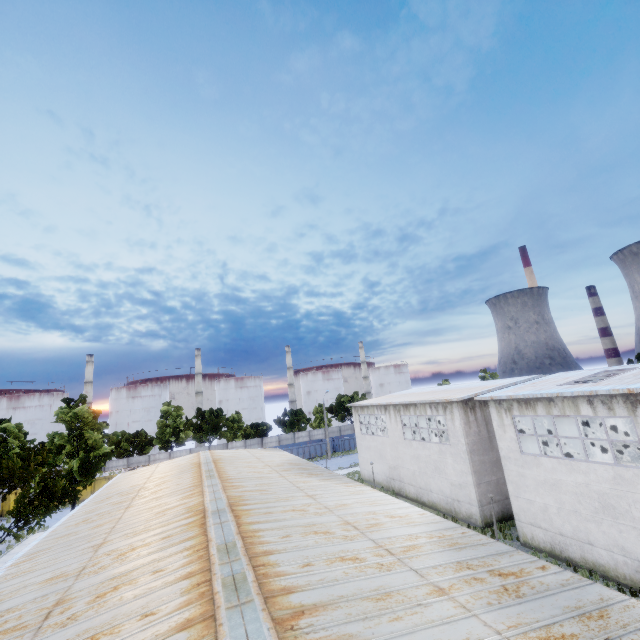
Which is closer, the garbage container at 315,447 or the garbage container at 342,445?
the garbage container at 315,447

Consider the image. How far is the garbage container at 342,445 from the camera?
52.9 meters

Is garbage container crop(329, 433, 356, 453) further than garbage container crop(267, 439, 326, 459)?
Yes

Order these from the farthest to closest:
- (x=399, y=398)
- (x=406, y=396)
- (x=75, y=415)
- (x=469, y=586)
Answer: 1. (x=406, y=396)
2. (x=399, y=398)
3. (x=75, y=415)
4. (x=469, y=586)

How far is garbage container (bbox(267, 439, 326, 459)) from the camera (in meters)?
50.28

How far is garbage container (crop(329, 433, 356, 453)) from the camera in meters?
52.9 m
